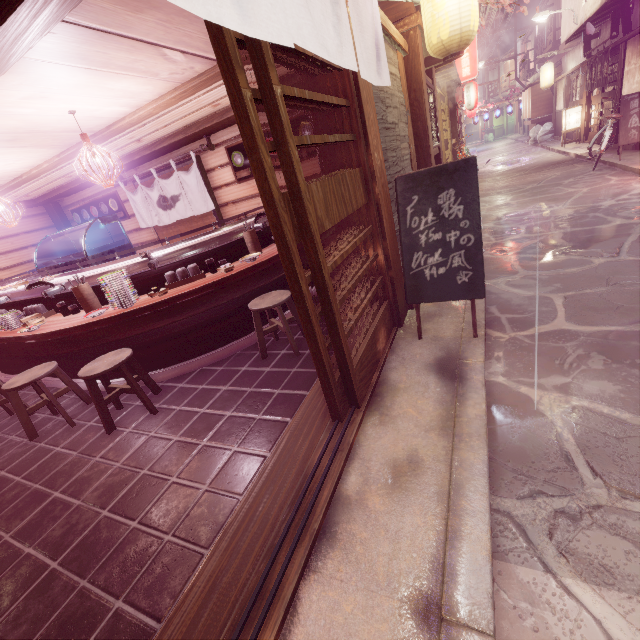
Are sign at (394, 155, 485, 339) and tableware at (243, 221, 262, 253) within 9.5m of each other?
yes

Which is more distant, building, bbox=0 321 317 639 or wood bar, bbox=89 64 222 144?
wood bar, bbox=89 64 222 144

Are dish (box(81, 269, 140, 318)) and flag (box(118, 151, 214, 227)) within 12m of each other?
yes

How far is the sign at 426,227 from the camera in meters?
5.1

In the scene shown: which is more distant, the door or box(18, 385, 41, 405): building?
box(18, 385, 41, 405): building

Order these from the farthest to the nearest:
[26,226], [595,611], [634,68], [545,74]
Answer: [545,74] < [634,68] < [26,226] < [595,611]

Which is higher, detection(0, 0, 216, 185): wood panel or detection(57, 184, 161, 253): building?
detection(0, 0, 216, 185): wood panel

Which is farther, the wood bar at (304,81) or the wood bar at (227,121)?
the wood bar at (227,121)
